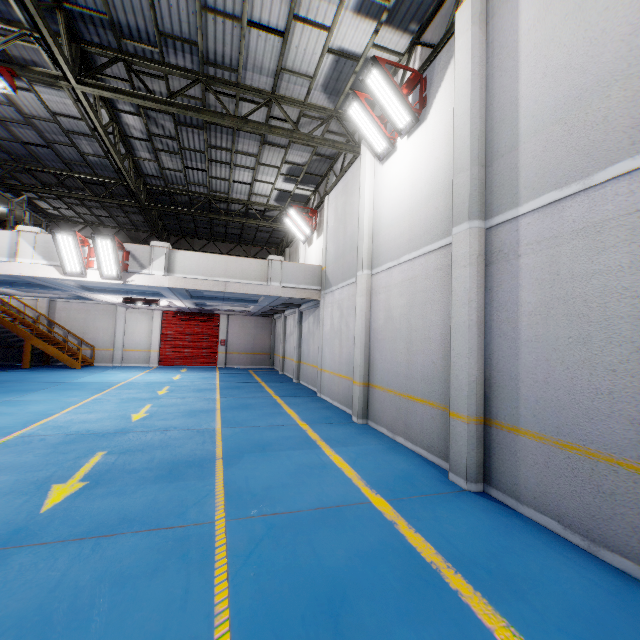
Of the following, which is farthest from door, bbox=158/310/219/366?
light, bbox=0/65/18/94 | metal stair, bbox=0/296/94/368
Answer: light, bbox=0/65/18/94

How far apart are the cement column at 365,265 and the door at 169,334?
15.7m

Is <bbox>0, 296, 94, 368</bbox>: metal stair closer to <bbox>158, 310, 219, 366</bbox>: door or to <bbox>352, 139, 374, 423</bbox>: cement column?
<bbox>158, 310, 219, 366</bbox>: door

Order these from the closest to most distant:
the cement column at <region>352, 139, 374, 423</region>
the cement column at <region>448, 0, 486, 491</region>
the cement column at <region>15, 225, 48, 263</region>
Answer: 1. the cement column at <region>448, 0, 486, 491</region>
2. the cement column at <region>352, 139, 374, 423</region>
3. the cement column at <region>15, 225, 48, 263</region>

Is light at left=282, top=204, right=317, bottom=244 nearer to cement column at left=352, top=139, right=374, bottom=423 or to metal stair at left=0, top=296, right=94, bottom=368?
cement column at left=352, top=139, right=374, bottom=423

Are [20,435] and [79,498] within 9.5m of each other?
yes

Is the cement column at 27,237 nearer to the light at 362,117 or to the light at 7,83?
the light at 7,83

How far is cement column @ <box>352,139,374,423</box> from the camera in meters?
8.5 m
